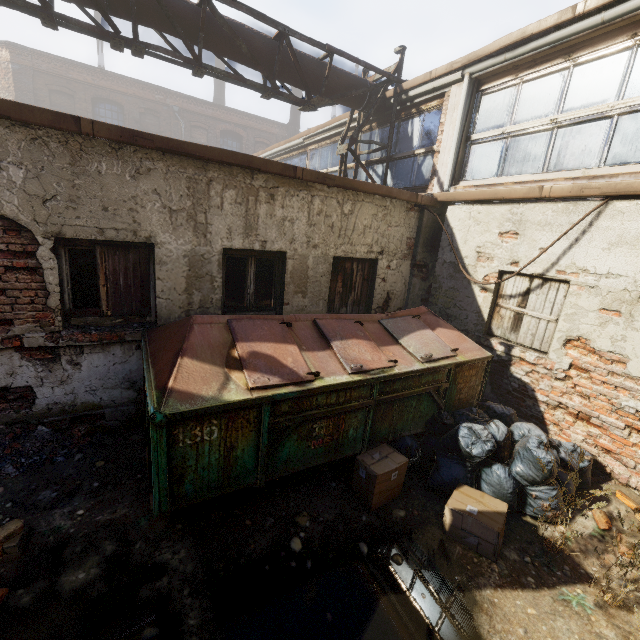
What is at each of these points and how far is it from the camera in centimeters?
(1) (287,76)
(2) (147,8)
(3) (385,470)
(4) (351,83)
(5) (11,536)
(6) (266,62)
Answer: (1) pipe, 655cm
(2) pipe, 513cm
(3) carton, 355cm
(4) pipe, 711cm
(5) instancedfoliageactor, 272cm
(6) pipe, 623cm

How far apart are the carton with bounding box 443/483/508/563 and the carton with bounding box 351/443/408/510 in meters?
0.5 m

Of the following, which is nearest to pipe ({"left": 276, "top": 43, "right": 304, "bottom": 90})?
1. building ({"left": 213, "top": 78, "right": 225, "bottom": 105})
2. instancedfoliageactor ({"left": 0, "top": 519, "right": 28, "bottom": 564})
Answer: instancedfoliageactor ({"left": 0, "top": 519, "right": 28, "bottom": 564})

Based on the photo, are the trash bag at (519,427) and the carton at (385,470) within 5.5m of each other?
yes

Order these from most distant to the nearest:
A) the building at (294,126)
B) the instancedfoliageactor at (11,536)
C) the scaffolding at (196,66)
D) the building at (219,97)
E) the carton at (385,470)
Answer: the building at (219,97) → the building at (294,126) → the scaffolding at (196,66) → the carton at (385,470) → the instancedfoliageactor at (11,536)

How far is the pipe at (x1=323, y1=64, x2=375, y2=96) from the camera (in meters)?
6.88

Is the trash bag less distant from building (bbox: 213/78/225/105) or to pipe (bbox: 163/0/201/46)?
pipe (bbox: 163/0/201/46)

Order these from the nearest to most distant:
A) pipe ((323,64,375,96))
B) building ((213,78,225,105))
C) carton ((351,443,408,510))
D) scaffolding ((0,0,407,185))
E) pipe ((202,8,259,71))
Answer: carton ((351,443,408,510)) → scaffolding ((0,0,407,185)) → pipe ((202,8,259,71)) → pipe ((323,64,375,96)) → building ((213,78,225,105))
